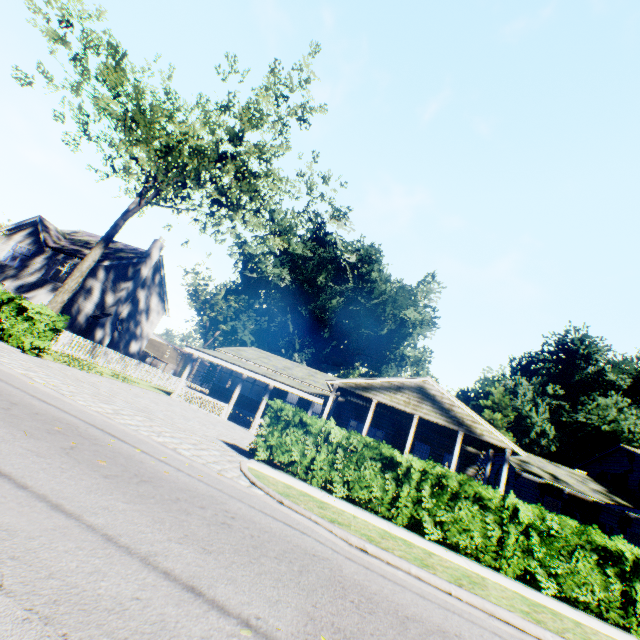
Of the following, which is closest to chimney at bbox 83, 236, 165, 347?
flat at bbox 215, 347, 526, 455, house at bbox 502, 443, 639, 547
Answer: flat at bbox 215, 347, 526, 455

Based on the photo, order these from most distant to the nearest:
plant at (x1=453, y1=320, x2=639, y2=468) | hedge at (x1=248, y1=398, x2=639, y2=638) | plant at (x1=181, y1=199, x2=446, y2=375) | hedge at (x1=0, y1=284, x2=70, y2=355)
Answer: plant at (x1=181, y1=199, x2=446, y2=375) < plant at (x1=453, y1=320, x2=639, y2=468) < hedge at (x1=0, y1=284, x2=70, y2=355) < hedge at (x1=248, y1=398, x2=639, y2=638)

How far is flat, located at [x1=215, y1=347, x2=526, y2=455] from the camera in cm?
1791

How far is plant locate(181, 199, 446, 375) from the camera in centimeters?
4984cm

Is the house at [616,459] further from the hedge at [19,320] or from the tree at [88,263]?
Result: the tree at [88,263]

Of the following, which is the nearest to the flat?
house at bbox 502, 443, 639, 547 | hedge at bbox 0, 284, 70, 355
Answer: house at bbox 502, 443, 639, 547

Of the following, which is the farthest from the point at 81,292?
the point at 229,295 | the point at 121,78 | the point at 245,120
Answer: the point at 229,295

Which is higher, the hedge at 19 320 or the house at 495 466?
the house at 495 466
